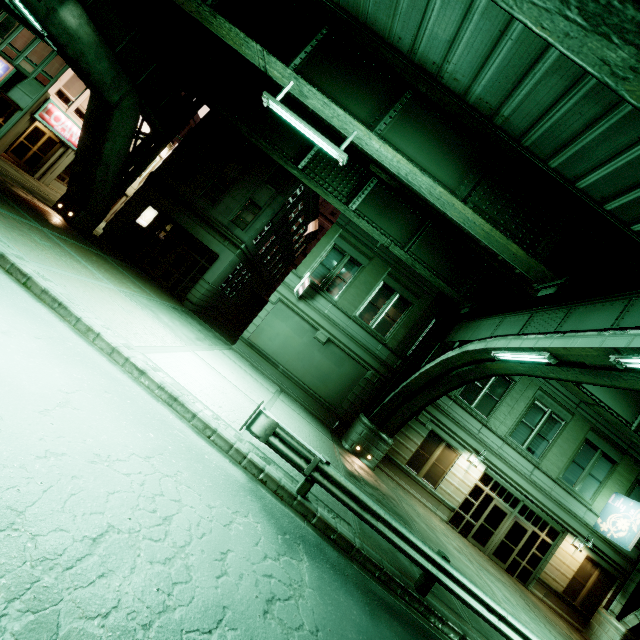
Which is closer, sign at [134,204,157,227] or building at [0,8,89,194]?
building at [0,8,89,194]

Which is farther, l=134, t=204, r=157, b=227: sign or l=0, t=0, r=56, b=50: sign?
l=134, t=204, r=157, b=227: sign

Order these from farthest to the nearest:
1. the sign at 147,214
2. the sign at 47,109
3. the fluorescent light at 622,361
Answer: the sign at 147,214
the sign at 47,109
the fluorescent light at 622,361

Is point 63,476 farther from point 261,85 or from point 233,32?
point 261,85

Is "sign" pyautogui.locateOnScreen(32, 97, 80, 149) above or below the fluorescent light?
below

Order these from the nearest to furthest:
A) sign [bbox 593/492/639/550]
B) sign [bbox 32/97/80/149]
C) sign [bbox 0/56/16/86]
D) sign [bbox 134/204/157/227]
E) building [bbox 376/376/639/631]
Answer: sign [bbox 593/492/639/550] → building [bbox 376/376/639/631] → sign [bbox 0/56/16/86] → sign [bbox 32/97/80/149] → sign [bbox 134/204/157/227]

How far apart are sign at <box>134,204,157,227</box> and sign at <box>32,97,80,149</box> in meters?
7.5

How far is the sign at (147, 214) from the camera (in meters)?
19.56
